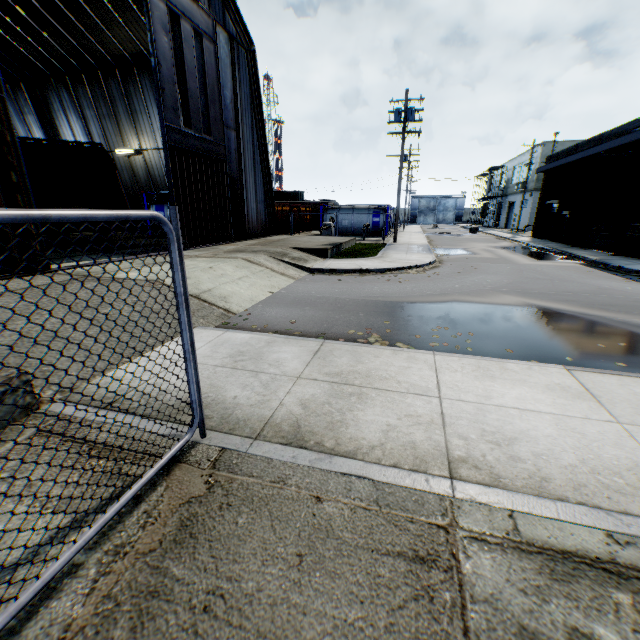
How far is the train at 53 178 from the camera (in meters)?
13.27

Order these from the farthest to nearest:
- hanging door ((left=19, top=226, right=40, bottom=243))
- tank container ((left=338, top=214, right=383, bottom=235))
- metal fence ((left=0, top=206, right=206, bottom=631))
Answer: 1. tank container ((left=338, top=214, right=383, bottom=235))
2. hanging door ((left=19, top=226, right=40, bottom=243))
3. metal fence ((left=0, top=206, right=206, bottom=631))

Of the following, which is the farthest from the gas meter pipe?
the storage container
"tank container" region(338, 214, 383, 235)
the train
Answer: the train

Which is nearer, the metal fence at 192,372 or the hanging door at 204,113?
the metal fence at 192,372

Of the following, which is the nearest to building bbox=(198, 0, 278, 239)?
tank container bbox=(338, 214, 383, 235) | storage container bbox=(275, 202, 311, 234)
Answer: storage container bbox=(275, 202, 311, 234)

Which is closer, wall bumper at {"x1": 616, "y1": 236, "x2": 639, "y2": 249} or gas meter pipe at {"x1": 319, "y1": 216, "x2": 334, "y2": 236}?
wall bumper at {"x1": 616, "y1": 236, "x2": 639, "y2": 249}

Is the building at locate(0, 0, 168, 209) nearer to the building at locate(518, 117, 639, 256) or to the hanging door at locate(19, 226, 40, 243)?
the hanging door at locate(19, 226, 40, 243)

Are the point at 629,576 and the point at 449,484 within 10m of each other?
yes
